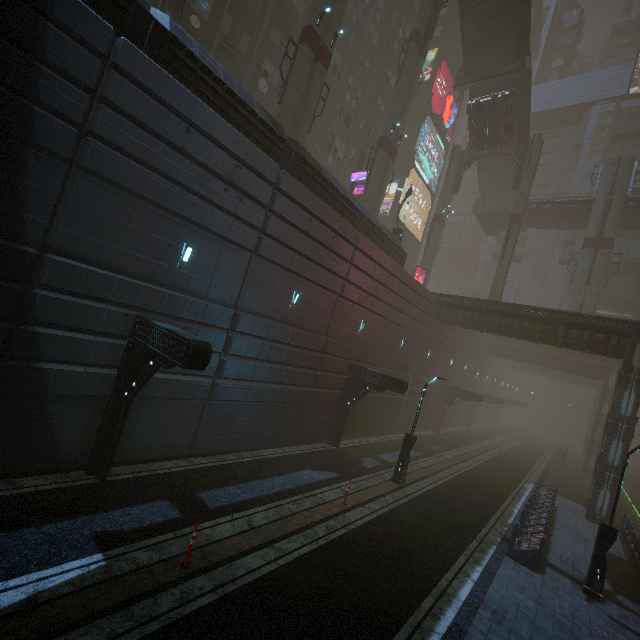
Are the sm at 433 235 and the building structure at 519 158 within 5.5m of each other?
yes

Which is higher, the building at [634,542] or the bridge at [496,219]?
the bridge at [496,219]

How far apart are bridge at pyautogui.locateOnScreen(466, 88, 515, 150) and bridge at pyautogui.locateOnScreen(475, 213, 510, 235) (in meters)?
7.65

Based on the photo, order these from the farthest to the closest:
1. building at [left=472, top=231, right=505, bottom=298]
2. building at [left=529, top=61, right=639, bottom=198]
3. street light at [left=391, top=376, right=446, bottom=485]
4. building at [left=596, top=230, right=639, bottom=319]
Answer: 1. building at [left=472, top=231, right=505, bottom=298]
2. building at [left=529, top=61, right=639, bottom=198]
3. building at [left=596, top=230, right=639, bottom=319]
4. street light at [left=391, top=376, right=446, bottom=485]

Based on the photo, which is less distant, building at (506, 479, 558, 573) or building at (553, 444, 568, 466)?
building at (506, 479, 558, 573)

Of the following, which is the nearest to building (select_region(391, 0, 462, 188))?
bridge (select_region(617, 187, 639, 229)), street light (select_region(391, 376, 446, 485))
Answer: street light (select_region(391, 376, 446, 485))

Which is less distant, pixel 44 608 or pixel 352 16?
pixel 44 608

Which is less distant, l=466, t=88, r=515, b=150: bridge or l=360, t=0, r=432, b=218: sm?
l=360, t=0, r=432, b=218: sm
